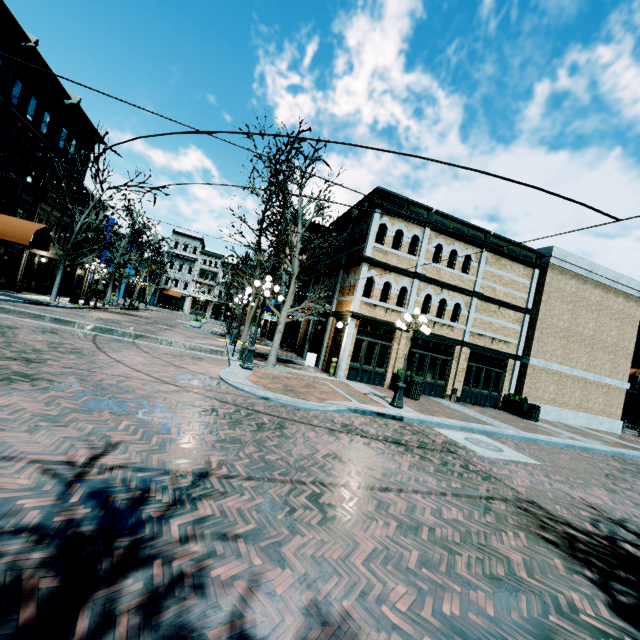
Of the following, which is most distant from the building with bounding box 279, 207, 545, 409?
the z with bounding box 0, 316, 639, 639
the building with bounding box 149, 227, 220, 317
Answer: the building with bounding box 149, 227, 220, 317

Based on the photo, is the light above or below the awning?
below

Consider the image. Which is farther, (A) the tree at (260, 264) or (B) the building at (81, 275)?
(B) the building at (81, 275)

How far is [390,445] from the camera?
7.3m

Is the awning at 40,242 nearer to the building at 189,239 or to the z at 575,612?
the z at 575,612

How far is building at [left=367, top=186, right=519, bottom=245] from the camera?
16.2m

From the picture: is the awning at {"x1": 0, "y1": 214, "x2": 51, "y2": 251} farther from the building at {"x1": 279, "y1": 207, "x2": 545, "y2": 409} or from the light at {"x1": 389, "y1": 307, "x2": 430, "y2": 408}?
the light at {"x1": 389, "y1": 307, "x2": 430, "y2": 408}

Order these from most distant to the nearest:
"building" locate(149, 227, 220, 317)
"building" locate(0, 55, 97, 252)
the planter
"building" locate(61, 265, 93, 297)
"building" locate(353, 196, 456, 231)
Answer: "building" locate(149, 227, 220, 317)
"building" locate(61, 265, 93, 297)
"building" locate(0, 55, 97, 252)
the planter
"building" locate(353, 196, 456, 231)
